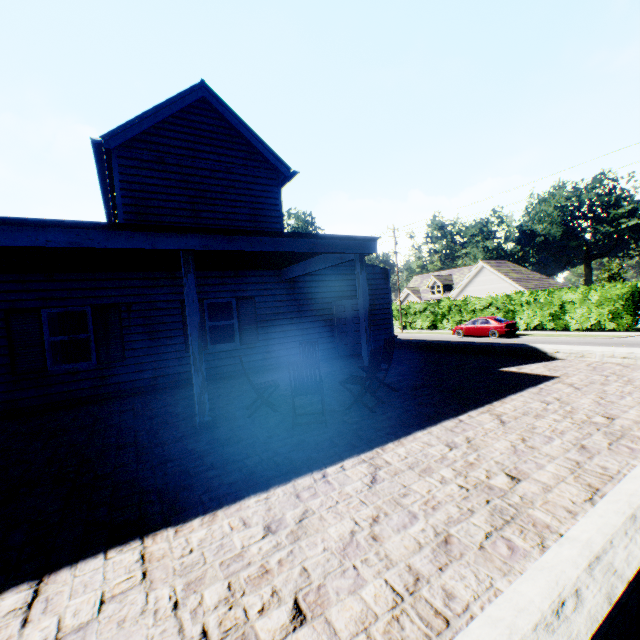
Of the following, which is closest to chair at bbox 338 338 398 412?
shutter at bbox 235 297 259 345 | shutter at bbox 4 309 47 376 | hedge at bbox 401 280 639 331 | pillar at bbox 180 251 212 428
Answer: pillar at bbox 180 251 212 428

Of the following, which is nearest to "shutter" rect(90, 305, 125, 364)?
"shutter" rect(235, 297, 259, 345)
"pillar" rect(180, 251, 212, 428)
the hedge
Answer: "shutter" rect(235, 297, 259, 345)

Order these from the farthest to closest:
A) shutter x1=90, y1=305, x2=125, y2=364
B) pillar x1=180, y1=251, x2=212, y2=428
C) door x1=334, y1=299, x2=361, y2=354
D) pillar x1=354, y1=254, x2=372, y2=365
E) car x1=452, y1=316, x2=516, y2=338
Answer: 1. car x1=452, y1=316, x2=516, y2=338
2. door x1=334, y1=299, x2=361, y2=354
3. shutter x1=90, y1=305, x2=125, y2=364
4. pillar x1=354, y1=254, x2=372, y2=365
5. pillar x1=180, y1=251, x2=212, y2=428

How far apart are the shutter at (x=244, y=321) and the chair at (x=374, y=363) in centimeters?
563cm

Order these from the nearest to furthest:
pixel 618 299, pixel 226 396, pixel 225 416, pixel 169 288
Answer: pixel 225 416, pixel 226 396, pixel 169 288, pixel 618 299

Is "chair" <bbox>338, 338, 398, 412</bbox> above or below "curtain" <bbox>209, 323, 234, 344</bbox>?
below

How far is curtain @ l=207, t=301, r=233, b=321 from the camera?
10.7m

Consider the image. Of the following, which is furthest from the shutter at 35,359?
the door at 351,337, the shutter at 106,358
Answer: the door at 351,337
